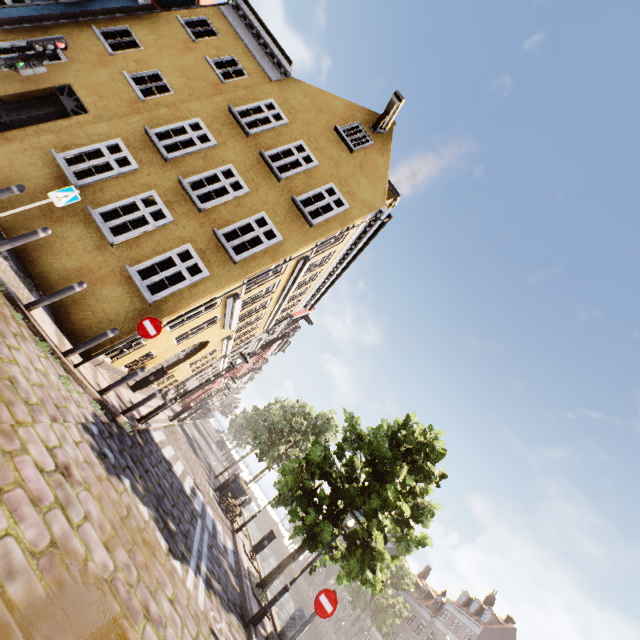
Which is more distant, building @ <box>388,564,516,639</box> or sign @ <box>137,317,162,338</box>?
building @ <box>388,564,516,639</box>

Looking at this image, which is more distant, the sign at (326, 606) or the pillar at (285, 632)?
the pillar at (285, 632)

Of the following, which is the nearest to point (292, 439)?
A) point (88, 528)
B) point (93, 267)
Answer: point (93, 267)

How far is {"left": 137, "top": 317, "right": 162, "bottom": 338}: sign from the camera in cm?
754

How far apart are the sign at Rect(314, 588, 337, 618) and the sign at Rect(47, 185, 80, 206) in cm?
1031

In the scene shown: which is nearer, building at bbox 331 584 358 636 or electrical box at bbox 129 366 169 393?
electrical box at bbox 129 366 169 393

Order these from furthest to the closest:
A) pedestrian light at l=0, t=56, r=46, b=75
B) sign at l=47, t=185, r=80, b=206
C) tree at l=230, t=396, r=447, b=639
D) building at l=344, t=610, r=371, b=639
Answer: building at l=344, t=610, r=371, b=639
tree at l=230, t=396, r=447, b=639
pedestrian light at l=0, t=56, r=46, b=75
sign at l=47, t=185, r=80, b=206

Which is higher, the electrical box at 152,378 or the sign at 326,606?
the sign at 326,606
